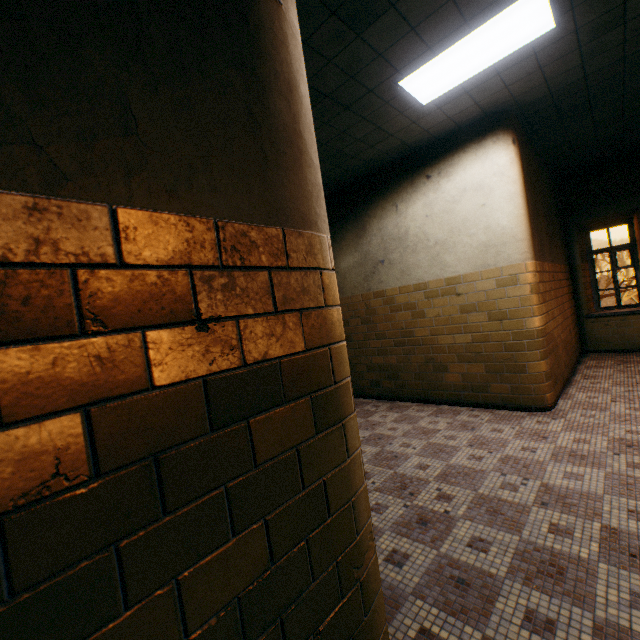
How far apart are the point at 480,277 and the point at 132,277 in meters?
4.7
